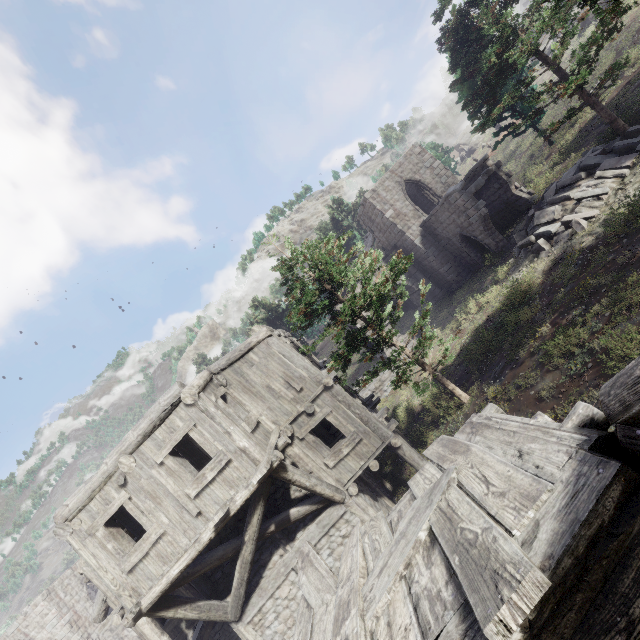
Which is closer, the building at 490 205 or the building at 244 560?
the building at 244 560

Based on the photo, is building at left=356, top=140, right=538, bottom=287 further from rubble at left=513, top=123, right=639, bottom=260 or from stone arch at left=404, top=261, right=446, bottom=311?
rubble at left=513, top=123, right=639, bottom=260

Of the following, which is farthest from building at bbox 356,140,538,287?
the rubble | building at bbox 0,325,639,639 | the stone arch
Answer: building at bbox 0,325,639,639

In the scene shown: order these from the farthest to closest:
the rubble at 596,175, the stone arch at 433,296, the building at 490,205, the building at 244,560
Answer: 1. the stone arch at 433,296
2. the building at 490,205
3. the rubble at 596,175
4. the building at 244,560

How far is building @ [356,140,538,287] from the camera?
18.92m

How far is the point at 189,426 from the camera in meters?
8.1 m

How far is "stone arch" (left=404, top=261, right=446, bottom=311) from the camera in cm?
2572

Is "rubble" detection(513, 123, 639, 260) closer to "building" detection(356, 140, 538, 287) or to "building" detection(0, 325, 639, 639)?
"building" detection(356, 140, 538, 287)
